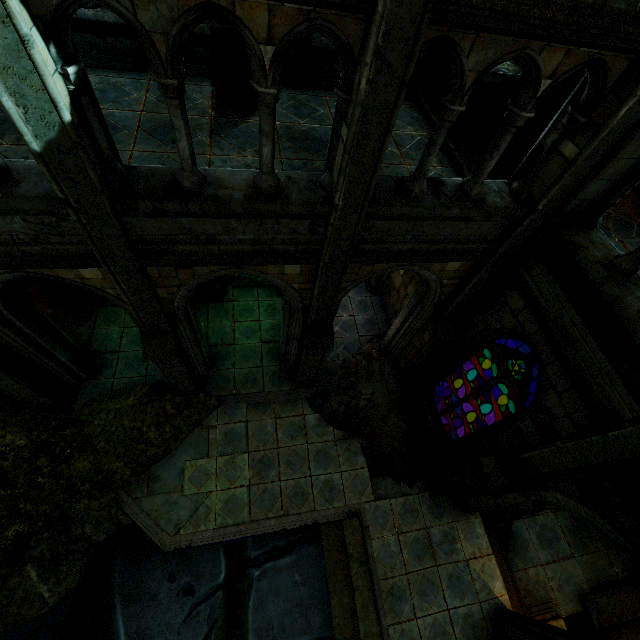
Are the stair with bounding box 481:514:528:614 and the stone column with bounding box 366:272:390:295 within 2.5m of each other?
no

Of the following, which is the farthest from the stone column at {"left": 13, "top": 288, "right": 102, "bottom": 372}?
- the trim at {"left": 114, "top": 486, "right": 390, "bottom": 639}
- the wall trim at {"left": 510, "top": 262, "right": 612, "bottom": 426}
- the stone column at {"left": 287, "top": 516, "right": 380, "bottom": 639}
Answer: the wall trim at {"left": 510, "top": 262, "right": 612, "bottom": 426}

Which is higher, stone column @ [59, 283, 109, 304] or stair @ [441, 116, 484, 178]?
stair @ [441, 116, 484, 178]

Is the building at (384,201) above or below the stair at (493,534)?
above

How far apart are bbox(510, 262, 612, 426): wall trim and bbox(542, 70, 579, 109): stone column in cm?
690

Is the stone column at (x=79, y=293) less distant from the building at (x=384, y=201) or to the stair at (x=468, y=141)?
the building at (x=384, y=201)

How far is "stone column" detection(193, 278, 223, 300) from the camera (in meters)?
10.00

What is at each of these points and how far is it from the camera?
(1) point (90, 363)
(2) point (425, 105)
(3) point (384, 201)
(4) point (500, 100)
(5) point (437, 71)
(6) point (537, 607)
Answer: (1) stone column, 8.61m
(2) stair, 8.28m
(3) building, 4.65m
(4) stair, 8.84m
(5) stone column, 8.33m
(6) trim, 8.02m
